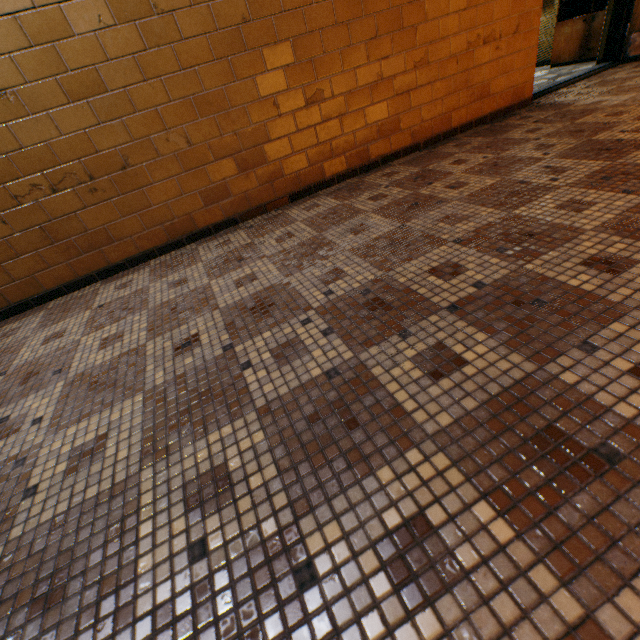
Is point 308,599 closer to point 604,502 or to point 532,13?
point 604,502

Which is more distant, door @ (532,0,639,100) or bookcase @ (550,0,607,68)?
bookcase @ (550,0,607,68)

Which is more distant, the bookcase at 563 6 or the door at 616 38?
the bookcase at 563 6
